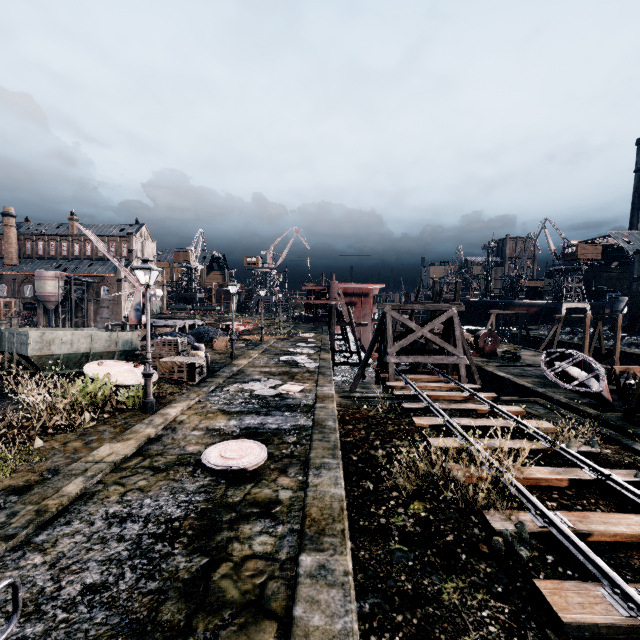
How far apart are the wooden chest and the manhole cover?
8.2m

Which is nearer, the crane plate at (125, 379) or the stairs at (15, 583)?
the stairs at (15, 583)

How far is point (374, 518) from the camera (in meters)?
7.62

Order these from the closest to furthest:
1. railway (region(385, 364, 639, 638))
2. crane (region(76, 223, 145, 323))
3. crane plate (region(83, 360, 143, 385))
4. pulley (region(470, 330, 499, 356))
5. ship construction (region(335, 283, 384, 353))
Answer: railway (region(385, 364, 639, 638)) < crane plate (region(83, 360, 143, 385)) < pulley (region(470, 330, 499, 356)) < ship construction (region(335, 283, 384, 353)) < crane (region(76, 223, 145, 323))

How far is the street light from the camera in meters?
11.9

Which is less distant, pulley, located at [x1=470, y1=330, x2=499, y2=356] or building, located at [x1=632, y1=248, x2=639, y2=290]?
pulley, located at [x1=470, y1=330, x2=499, y2=356]

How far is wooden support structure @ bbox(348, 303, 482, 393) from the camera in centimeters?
2028cm

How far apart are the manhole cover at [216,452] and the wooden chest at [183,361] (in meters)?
8.21
